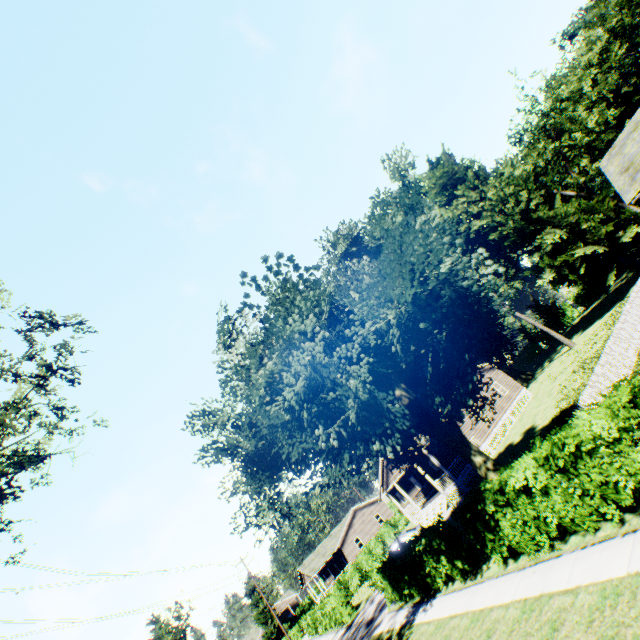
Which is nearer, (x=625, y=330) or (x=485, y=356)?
(x=485, y=356)

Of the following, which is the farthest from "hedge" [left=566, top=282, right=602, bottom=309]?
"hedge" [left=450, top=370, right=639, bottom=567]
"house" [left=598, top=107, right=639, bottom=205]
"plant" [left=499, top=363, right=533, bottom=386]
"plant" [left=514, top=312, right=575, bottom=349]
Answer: "hedge" [left=450, top=370, right=639, bottom=567]

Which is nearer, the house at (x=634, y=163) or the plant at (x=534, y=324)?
the house at (x=634, y=163)

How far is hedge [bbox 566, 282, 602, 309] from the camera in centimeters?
5262cm

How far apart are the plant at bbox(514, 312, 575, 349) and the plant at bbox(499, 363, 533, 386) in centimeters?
1225cm

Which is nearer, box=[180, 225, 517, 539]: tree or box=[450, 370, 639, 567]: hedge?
box=[450, 370, 639, 567]: hedge

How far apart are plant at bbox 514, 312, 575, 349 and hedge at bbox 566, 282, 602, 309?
25.4 meters

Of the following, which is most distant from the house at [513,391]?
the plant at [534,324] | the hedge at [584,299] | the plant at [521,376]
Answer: the hedge at [584,299]
